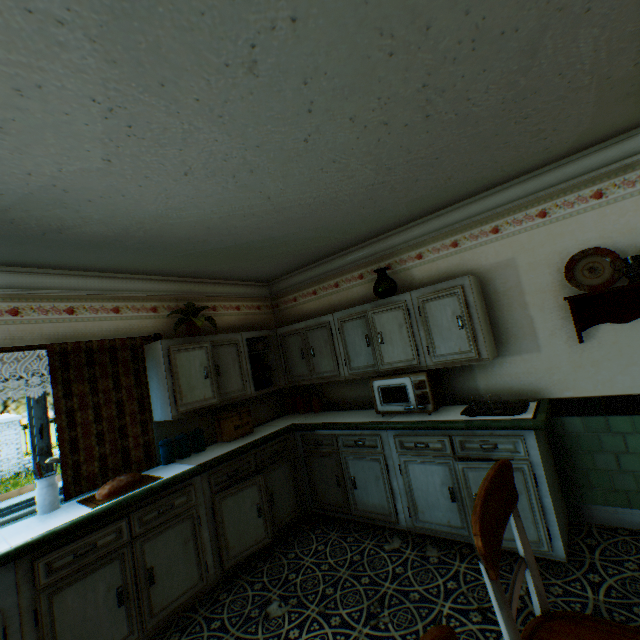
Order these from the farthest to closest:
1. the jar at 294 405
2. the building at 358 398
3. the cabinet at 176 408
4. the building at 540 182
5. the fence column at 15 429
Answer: the fence column at 15 429
the jar at 294 405
the building at 358 398
the cabinet at 176 408
the building at 540 182

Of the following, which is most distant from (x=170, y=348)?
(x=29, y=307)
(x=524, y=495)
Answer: (x=524, y=495)

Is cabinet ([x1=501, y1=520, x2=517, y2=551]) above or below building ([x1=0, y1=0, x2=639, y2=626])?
below

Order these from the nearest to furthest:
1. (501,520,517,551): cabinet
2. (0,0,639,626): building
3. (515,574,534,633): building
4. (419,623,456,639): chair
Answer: (419,623,456,639): chair
(0,0,639,626): building
(515,574,534,633): building
(501,520,517,551): cabinet

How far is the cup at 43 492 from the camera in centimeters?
257cm

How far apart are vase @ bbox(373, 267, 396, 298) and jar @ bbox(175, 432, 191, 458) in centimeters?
266cm

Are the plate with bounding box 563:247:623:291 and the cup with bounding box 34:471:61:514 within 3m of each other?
no

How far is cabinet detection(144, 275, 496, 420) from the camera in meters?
3.1
